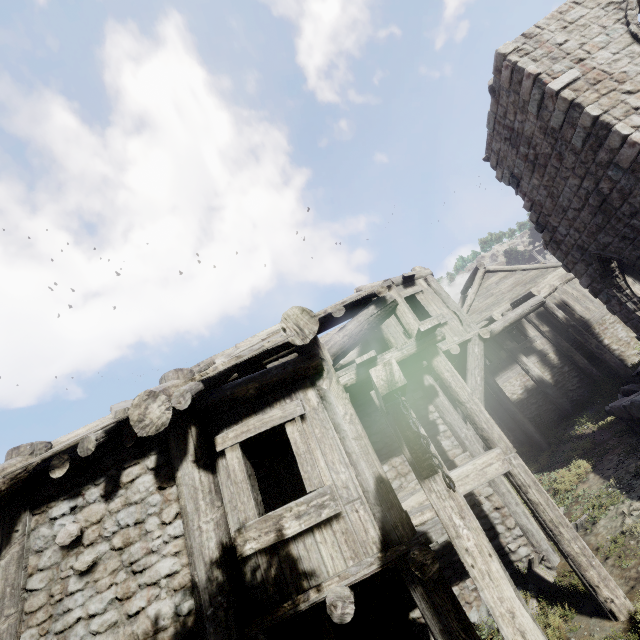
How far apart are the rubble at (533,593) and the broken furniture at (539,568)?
0.08m

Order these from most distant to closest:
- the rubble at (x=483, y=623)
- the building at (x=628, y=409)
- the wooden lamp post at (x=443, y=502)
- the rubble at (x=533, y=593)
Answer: the building at (x=628, y=409), the rubble at (x=483, y=623), the rubble at (x=533, y=593), the wooden lamp post at (x=443, y=502)

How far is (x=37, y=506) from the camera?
4.52m

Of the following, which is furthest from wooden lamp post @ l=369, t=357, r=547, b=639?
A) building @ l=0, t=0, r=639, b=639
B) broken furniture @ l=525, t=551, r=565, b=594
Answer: broken furniture @ l=525, t=551, r=565, b=594

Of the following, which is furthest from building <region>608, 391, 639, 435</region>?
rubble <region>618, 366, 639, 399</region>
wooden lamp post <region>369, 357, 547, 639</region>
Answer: wooden lamp post <region>369, 357, 547, 639</region>

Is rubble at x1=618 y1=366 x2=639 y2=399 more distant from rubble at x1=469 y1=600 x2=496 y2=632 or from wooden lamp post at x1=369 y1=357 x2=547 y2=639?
wooden lamp post at x1=369 y1=357 x2=547 y2=639

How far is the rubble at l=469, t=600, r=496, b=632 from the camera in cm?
644

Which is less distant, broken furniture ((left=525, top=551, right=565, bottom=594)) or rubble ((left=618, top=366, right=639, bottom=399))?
broken furniture ((left=525, top=551, right=565, bottom=594))
